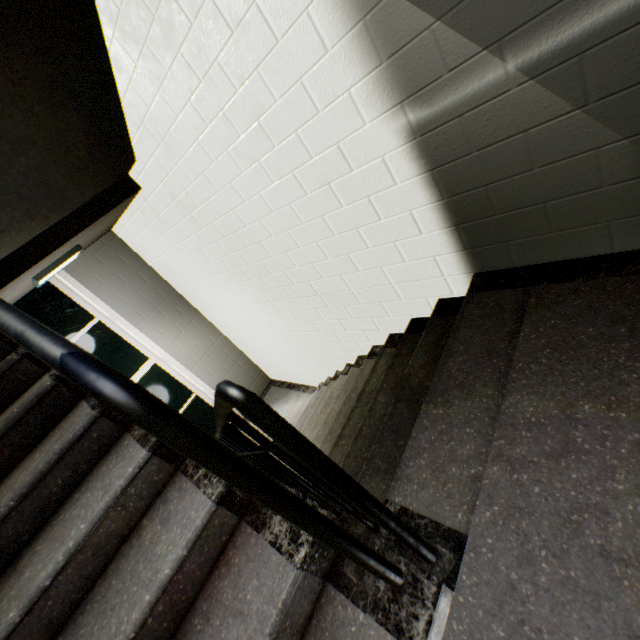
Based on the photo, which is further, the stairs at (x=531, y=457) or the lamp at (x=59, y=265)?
the lamp at (x=59, y=265)

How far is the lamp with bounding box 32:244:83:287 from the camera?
3.0 meters

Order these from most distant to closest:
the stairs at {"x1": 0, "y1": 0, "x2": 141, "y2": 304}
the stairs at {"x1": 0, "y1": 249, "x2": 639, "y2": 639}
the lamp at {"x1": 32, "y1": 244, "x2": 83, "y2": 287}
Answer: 1. the lamp at {"x1": 32, "y1": 244, "x2": 83, "y2": 287}
2. the stairs at {"x1": 0, "y1": 0, "x2": 141, "y2": 304}
3. the stairs at {"x1": 0, "y1": 249, "x2": 639, "y2": 639}

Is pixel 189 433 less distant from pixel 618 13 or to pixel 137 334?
pixel 618 13

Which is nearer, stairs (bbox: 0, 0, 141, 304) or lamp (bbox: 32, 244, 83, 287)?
stairs (bbox: 0, 0, 141, 304)

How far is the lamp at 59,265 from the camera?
3.03m

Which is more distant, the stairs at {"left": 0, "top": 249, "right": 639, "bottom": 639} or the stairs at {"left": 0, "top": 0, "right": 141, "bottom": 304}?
the stairs at {"left": 0, "top": 0, "right": 141, "bottom": 304}
